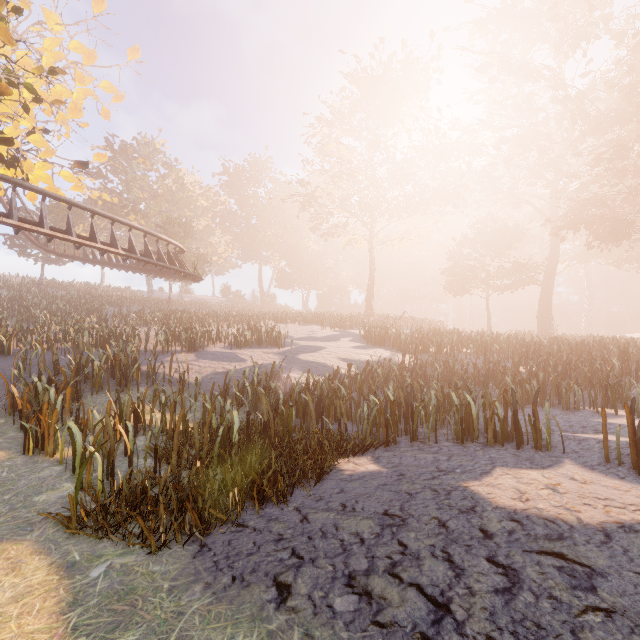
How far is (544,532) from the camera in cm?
351

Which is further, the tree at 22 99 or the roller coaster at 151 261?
the roller coaster at 151 261

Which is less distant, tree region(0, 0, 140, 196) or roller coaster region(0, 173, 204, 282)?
tree region(0, 0, 140, 196)
